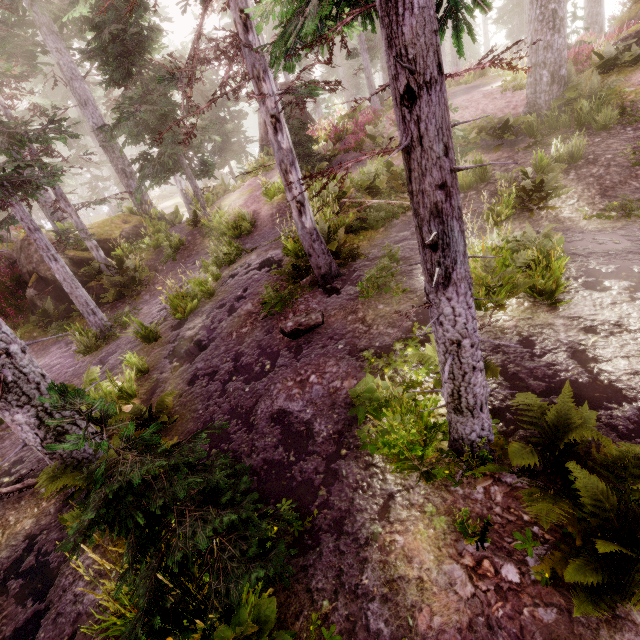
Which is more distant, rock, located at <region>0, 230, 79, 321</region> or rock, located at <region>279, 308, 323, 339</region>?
rock, located at <region>0, 230, 79, 321</region>

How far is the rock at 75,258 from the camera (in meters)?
13.55

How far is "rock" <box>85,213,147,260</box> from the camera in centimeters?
1577cm

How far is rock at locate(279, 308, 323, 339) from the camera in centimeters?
670cm

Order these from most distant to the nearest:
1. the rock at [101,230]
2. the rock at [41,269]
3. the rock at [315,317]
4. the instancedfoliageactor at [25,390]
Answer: the rock at [101,230] < the rock at [41,269] < the rock at [315,317] < the instancedfoliageactor at [25,390]

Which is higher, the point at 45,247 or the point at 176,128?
the point at 176,128

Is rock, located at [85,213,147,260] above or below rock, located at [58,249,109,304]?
above
